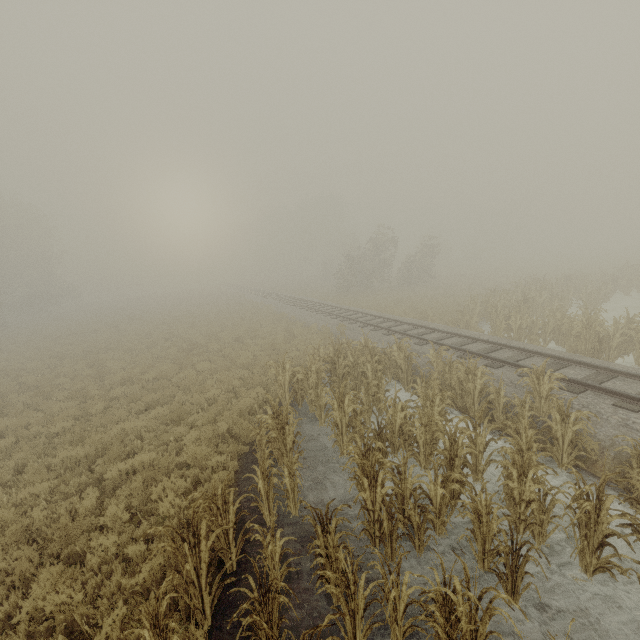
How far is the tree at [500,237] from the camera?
51.81m

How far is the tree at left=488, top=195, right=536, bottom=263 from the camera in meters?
51.8 m

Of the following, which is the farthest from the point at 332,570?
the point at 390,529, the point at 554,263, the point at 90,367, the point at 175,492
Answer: the point at 554,263
